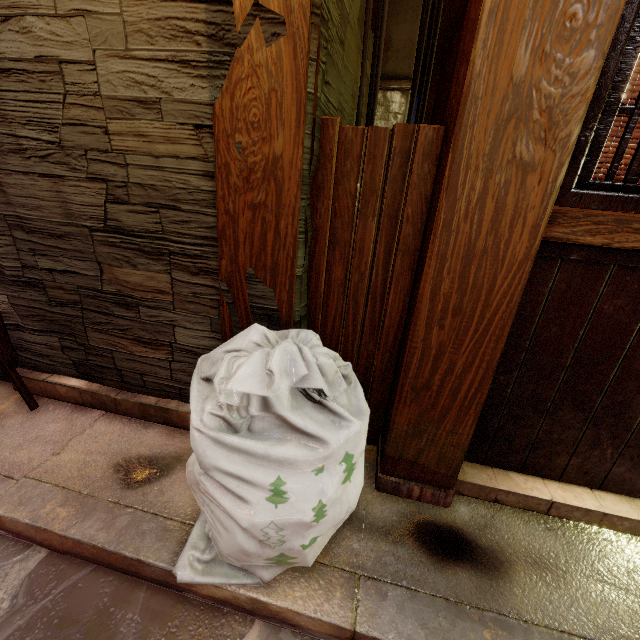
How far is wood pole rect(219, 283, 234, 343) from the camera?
3.3m

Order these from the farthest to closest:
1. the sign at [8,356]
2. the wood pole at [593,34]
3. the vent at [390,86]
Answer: the vent at [390,86], the sign at [8,356], the wood pole at [593,34]

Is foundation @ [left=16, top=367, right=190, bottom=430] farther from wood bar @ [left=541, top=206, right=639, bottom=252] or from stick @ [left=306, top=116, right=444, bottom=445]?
wood bar @ [left=541, top=206, right=639, bottom=252]

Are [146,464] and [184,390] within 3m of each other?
yes

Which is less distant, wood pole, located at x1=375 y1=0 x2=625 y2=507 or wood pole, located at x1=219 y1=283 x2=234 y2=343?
wood pole, located at x1=375 y1=0 x2=625 y2=507

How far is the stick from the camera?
2.8 meters

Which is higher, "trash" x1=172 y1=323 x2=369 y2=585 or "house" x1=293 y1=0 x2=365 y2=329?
"house" x1=293 y1=0 x2=365 y2=329

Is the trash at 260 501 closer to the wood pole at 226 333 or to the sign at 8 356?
the wood pole at 226 333
